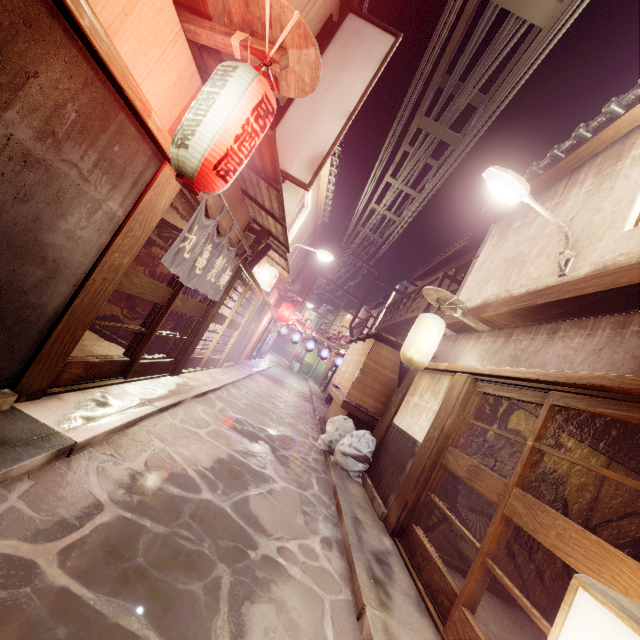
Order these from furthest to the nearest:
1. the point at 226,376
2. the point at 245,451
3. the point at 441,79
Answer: the point at 226,376 < the point at 441,79 < the point at 245,451

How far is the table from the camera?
15.04m

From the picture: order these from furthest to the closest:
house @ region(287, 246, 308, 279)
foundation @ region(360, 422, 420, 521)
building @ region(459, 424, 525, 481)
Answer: house @ region(287, 246, 308, 279), foundation @ region(360, 422, 420, 521), building @ region(459, 424, 525, 481)

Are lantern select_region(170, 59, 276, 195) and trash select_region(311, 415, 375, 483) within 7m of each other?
no

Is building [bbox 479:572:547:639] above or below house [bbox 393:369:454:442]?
below

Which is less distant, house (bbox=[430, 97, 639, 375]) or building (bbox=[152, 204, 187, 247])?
house (bbox=[430, 97, 639, 375])

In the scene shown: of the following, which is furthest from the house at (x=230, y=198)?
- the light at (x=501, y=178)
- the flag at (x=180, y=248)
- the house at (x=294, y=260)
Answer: the light at (x=501, y=178)

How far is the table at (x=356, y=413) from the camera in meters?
15.0
